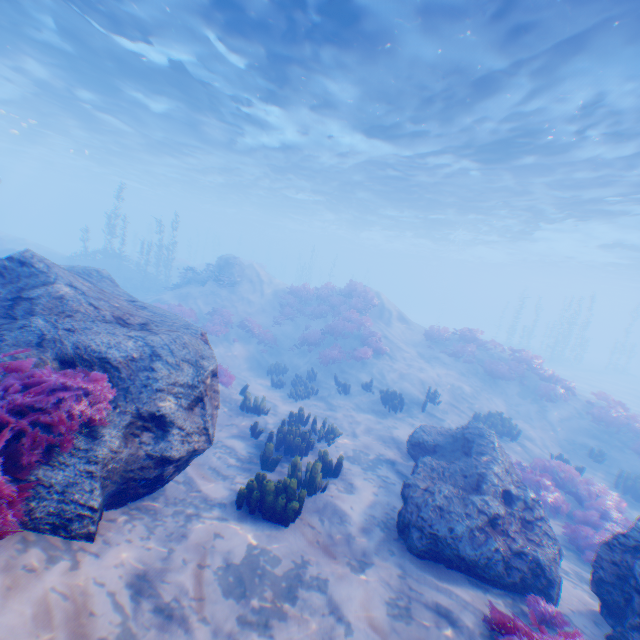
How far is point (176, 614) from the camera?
3.4 meters

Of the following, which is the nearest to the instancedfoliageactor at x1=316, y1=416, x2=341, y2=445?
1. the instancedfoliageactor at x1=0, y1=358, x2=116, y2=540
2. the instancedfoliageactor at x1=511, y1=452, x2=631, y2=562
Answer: the instancedfoliageactor at x1=0, y1=358, x2=116, y2=540

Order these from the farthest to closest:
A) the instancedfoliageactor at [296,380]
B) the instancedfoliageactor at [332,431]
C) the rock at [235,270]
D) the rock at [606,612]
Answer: the rock at [235,270]
the instancedfoliageactor at [296,380]
the instancedfoliageactor at [332,431]
the rock at [606,612]

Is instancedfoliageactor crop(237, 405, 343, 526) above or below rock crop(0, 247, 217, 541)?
below

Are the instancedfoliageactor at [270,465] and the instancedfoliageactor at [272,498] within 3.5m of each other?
yes

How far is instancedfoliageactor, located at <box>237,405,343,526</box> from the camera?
5.6m

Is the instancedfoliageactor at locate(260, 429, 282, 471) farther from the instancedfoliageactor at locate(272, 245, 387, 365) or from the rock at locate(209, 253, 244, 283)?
the instancedfoliageactor at locate(272, 245, 387, 365)

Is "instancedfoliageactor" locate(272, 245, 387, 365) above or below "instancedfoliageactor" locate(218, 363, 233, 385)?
above
